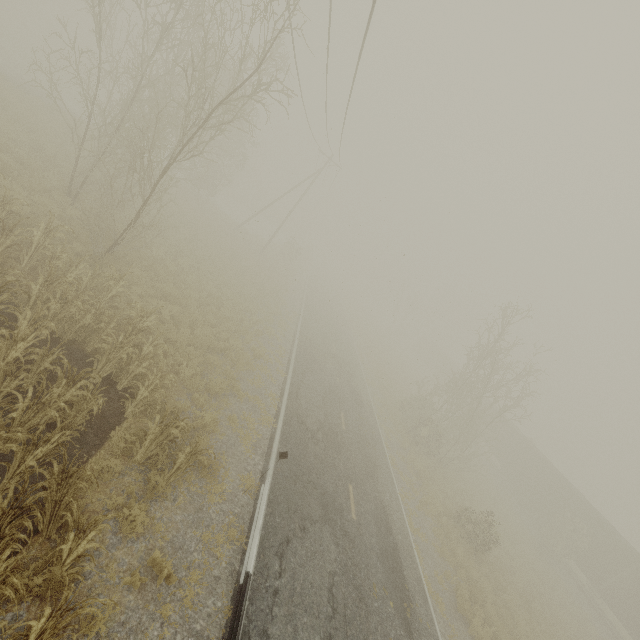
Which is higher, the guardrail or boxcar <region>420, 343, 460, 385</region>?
boxcar <region>420, 343, 460, 385</region>

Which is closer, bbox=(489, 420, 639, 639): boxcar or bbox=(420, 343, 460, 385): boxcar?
bbox=(489, 420, 639, 639): boxcar

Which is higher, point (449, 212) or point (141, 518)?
point (449, 212)

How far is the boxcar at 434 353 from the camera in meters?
50.9

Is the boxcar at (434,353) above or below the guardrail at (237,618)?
above

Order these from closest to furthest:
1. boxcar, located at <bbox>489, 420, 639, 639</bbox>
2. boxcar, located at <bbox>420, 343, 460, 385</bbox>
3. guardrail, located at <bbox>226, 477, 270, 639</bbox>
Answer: guardrail, located at <bbox>226, 477, 270, 639</bbox> → boxcar, located at <bbox>489, 420, 639, 639</bbox> → boxcar, located at <bbox>420, 343, 460, 385</bbox>

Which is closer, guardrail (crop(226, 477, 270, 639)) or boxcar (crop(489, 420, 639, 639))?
guardrail (crop(226, 477, 270, 639))
